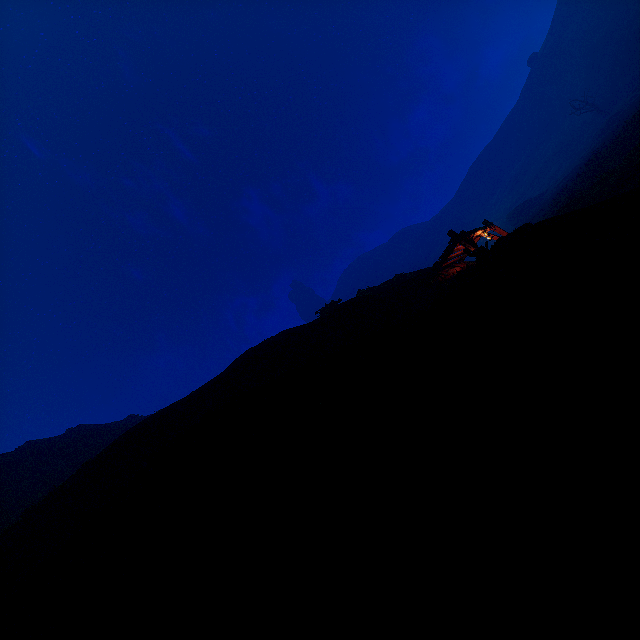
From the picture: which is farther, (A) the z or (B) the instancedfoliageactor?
(B) the instancedfoliageactor

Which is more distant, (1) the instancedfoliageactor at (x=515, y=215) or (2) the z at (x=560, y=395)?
(1) the instancedfoliageactor at (x=515, y=215)

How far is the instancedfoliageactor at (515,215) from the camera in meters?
53.4 m

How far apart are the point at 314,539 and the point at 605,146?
46.16m

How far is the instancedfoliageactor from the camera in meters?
53.4 m
